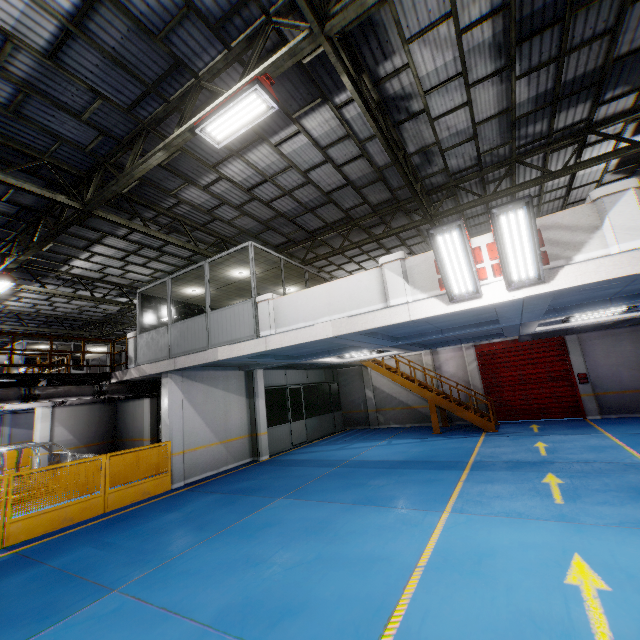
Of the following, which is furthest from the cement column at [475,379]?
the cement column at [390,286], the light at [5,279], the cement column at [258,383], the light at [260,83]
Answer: the light at [5,279]

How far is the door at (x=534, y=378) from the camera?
14.9 meters

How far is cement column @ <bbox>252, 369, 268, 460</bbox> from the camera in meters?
13.6 m

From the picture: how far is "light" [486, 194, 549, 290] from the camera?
5.11m

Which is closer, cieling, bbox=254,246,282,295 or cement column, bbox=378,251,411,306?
cement column, bbox=378,251,411,306

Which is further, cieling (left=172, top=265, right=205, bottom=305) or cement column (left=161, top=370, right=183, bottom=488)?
cieling (left=172, top=265, right=205, bottom=305)

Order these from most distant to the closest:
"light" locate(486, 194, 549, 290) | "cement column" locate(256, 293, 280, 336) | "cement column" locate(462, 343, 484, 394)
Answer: "cement column" locate(462, 343, 484, 394) < "cement column" locate(256, 293, 280, 336) < "light" locate(486, 194, 549, 290)

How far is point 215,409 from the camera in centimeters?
1248cm
